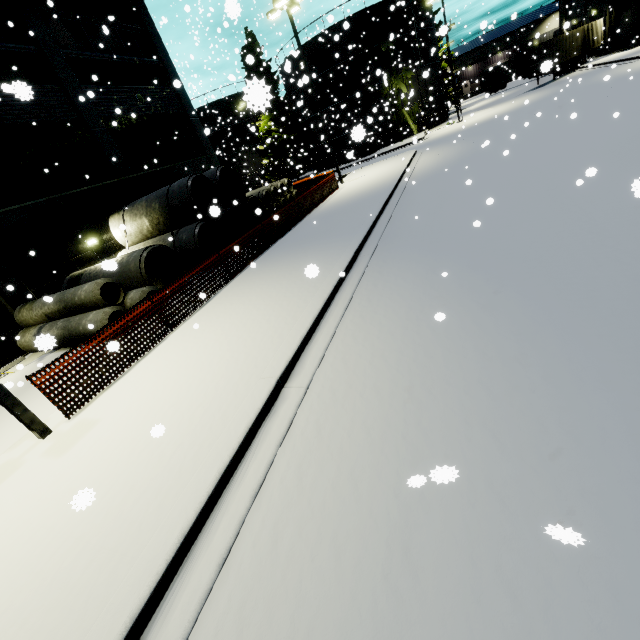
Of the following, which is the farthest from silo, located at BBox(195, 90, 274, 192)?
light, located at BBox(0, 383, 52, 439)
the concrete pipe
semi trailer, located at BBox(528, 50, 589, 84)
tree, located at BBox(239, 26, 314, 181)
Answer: light, located at BBox(0, 383, 52, 439)

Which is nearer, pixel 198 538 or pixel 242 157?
pixel 198 538

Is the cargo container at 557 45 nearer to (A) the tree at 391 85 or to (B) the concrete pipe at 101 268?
(A) the tree at 391 85

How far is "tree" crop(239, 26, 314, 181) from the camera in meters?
1.9 m

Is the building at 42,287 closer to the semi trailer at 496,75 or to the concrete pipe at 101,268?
the concrete pipe at 101,268

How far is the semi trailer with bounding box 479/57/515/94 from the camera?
47.8m

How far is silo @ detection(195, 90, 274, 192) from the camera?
40.8 meters

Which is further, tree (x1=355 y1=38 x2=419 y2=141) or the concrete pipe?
tree (x1=355 y1=38 x2=419 y2=141)
